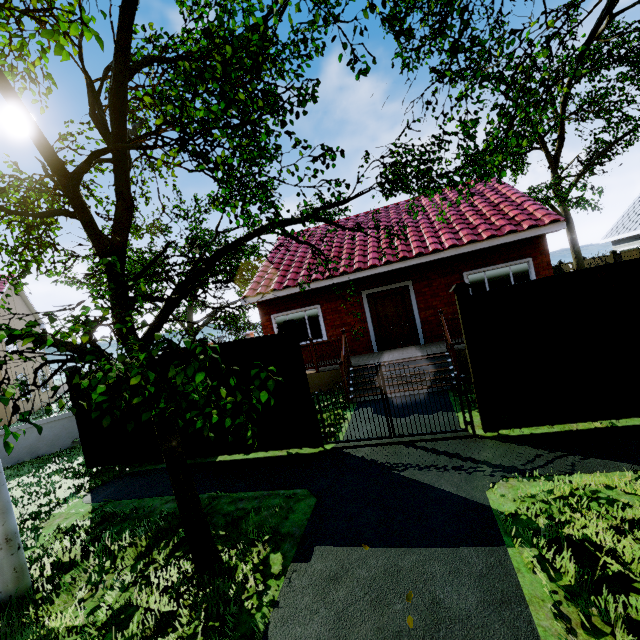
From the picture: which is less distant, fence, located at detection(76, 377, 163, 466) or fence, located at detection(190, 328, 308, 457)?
fence, located at detection(190, 328, 308, 457)

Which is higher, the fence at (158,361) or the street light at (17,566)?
the fence at (158,361)

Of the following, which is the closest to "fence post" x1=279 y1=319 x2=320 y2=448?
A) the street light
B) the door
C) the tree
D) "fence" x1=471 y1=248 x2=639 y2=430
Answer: "fence" x1=471 y1=248 x2=639 y2=430

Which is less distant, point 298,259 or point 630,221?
point 298,259

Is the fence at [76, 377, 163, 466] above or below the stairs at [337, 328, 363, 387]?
below

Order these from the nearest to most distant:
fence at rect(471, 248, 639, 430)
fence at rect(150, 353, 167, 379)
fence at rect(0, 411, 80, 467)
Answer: fence at rect(471, 248, 639, 430) < fence at rect(150, 353, 167, 379) < fence at rect(0, 411, 80, 467)

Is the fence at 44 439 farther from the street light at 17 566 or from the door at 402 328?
the door at 402 328

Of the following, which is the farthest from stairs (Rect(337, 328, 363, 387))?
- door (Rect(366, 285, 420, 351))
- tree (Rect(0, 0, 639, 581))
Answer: tree (Rect(0, 0, 639, 581))
